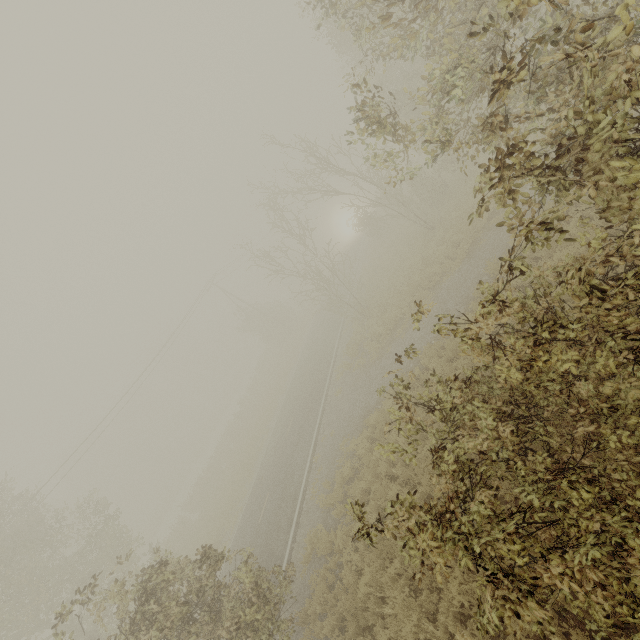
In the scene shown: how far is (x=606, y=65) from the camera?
3.7 meters

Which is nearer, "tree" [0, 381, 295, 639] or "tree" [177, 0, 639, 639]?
"tree" [177, 0, 639, 639]

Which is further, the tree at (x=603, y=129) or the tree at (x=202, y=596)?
the tree at (x=202, y=596)
